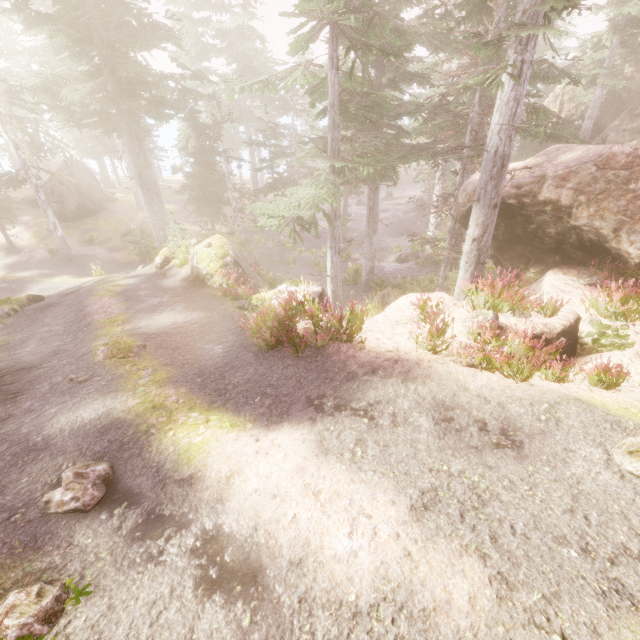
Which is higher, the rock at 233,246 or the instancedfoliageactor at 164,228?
the instancedfoliageactor at 164,228

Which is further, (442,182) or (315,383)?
(442,182)

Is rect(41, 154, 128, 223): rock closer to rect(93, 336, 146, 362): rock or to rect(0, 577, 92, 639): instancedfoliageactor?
rect(0, 577, 92, 639): instancedfoliageactor

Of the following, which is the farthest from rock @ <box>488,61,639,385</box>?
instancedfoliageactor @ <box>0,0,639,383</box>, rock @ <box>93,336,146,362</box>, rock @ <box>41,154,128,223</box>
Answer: rock @ <box>41,154,128,223</box>

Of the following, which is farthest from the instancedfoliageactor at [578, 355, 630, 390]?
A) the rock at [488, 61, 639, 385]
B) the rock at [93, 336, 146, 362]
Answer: the rock at [93, 336, 146, 362]

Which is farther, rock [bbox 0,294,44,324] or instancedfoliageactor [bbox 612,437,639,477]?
rock [bbox 0,294,44,324]

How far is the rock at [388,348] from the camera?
7.3 meters

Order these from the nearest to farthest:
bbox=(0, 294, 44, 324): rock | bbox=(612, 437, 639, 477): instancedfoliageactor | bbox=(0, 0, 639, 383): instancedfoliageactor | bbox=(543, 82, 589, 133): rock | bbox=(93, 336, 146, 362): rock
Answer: bbox=(612, 437, 639, 477): instancedfoliageactor, bbox=(0, 0, 639, 383): instancedfoliageactor, bbox=(93, 336, 146, 362): rock, bbox=(0, 294, 44, 324): rock, bbox=(543, 82, 589, 133): rock
